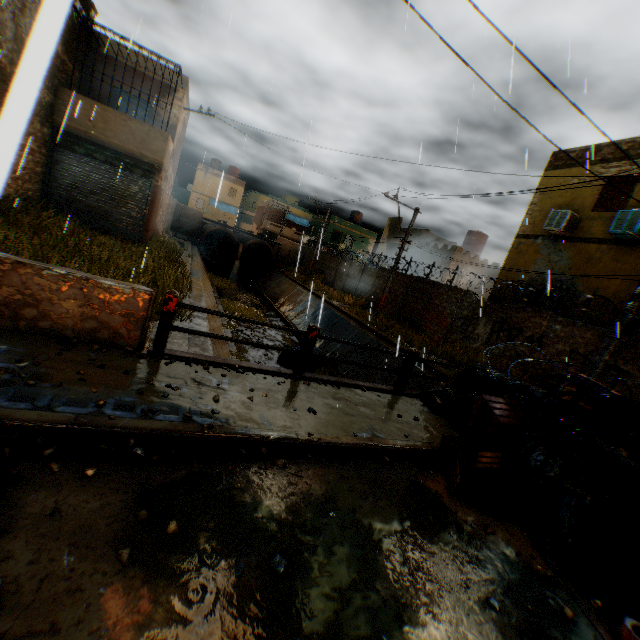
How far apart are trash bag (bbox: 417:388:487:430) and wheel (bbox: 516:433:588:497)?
0.6m

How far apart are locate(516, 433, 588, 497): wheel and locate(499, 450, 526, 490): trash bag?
0.0m

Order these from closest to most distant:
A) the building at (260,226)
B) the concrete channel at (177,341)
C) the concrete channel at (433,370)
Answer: the concrete channel at (177,341) < the concrete channel at (433,370) < the building at (260,226)

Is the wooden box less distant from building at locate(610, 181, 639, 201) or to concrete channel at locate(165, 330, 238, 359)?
concrete channel at locate(165, 330, 238, 359)

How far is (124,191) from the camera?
12.9 meters

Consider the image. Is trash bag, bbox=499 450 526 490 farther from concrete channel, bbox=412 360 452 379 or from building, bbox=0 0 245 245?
building, bbox=0 0 245 245

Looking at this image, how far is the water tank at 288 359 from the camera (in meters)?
14.45

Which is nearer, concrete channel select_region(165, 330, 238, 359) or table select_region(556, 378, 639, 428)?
table select_region(556, 378, 639, 428)
